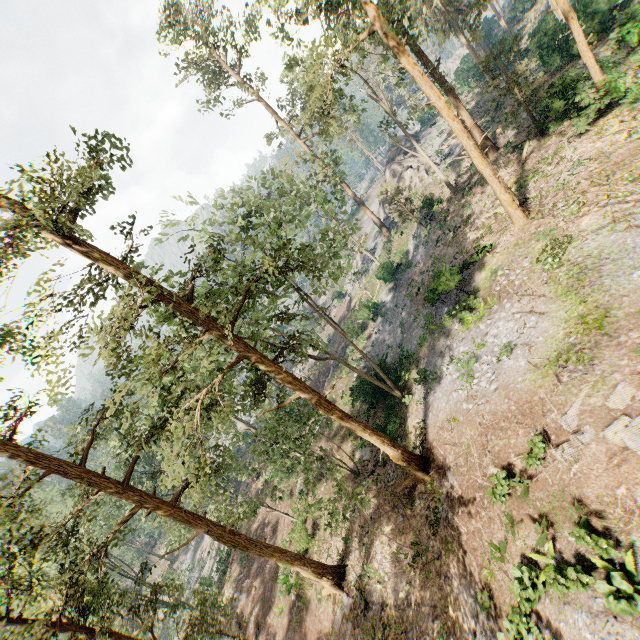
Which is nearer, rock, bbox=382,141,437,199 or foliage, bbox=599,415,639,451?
foliage, bbox=599,415,639,451

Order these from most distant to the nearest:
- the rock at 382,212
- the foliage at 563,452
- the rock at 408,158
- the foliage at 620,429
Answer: the rock at 382,212
the rock at 408,158
the foliage at 563,452
the foliage at 620,429

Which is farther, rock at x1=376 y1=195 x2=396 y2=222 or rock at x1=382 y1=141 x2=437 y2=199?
rock at x1=376 y1=195 x2=396 y2=222

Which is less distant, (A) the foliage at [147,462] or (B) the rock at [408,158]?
(A) the foliage at [147,462]

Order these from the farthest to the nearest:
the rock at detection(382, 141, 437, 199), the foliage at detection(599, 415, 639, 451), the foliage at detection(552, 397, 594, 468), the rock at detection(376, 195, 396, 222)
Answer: the rock at detection(376, 195, 396, 222) → the rock at detection(382, 141, 437, 199) → the foliage at detection(552, 397, 594, 468) → the foliage at detection(599, 415, 639, 451)

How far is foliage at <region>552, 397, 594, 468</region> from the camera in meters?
10.6 m

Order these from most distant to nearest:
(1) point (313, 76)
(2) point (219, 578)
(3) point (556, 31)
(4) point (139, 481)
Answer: (4) point (139, 481)
(2) point (219, 578)
(3) point (556, 31)
(1) point (313, 76)
